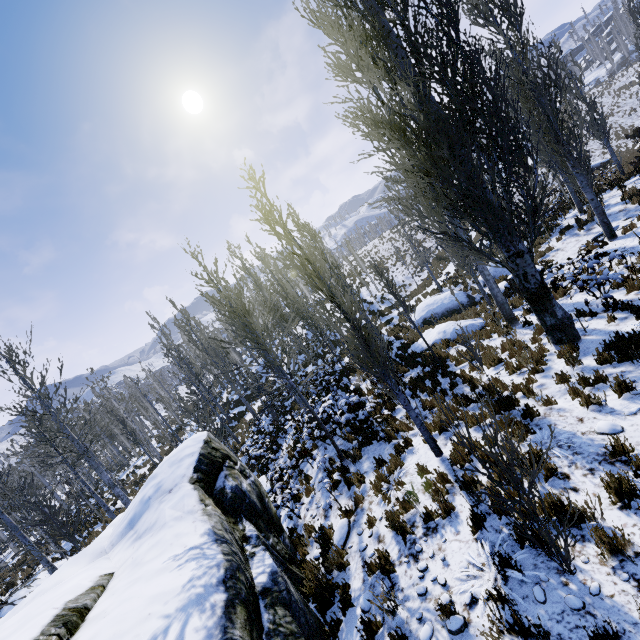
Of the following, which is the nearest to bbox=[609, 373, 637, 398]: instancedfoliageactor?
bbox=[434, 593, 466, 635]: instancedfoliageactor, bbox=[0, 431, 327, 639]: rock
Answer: bbox=[0, 431, 327, 639]: rock

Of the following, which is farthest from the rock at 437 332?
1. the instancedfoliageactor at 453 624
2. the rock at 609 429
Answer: the instancedfoliageactor at 453 624

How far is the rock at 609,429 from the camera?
4.9m

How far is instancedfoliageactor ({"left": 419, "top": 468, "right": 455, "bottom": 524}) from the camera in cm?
531

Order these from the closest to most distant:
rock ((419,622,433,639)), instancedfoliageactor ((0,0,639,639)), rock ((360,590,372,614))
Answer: rock ((419,622,433,639)) → rock ((360,590,372,614)) → instancedfoliageactor ((0,0,639,639))

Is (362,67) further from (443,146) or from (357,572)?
(357,572)

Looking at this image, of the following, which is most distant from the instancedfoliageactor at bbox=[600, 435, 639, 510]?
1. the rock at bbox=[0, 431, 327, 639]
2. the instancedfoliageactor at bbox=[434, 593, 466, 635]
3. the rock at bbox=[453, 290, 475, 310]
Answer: the instancedfoliageactor at bbox=[434, 593, 466, 635]
